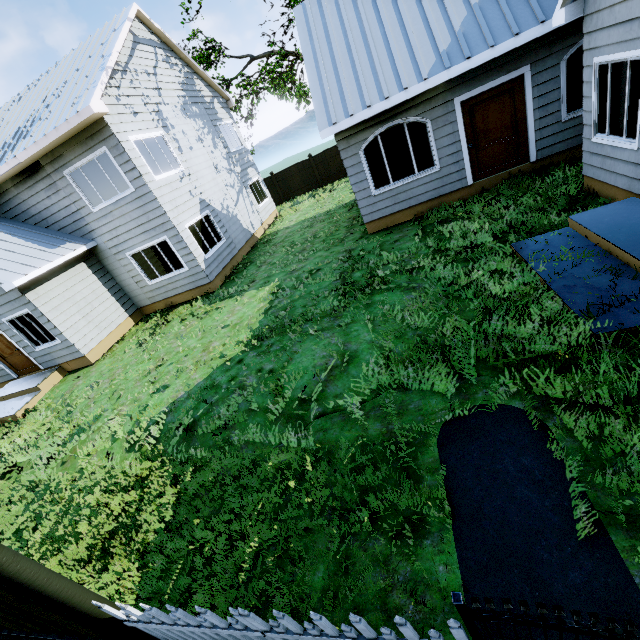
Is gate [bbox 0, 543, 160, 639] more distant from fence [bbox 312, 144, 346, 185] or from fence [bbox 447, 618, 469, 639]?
fence [bbox 312, 144, 346, 185]

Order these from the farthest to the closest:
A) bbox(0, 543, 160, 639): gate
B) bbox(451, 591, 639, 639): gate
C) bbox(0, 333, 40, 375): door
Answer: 1. bbox(0, 333, 40, 375): door
2. bbox(0, 543, 160, 639): gate
3. bbox(451, 591, 639, 639): gate

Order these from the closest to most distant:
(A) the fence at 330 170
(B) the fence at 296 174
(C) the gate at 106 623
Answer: (C) the gate at 106 623 < (A) the fence at 330 170 < (B) the fence at 296 174

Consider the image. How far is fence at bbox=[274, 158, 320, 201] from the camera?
22.1 meters

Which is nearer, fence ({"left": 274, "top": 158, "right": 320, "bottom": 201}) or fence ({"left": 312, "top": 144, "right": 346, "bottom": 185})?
fence ({"left": 312, "top": 144, "right": 346, "bottom": 185})

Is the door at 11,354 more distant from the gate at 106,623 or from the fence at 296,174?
the fence at 296,174

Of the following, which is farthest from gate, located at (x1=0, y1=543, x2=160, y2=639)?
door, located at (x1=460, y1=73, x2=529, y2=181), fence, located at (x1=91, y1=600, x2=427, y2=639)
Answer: door, located at (x1=460, y1=73, x2=529, y2=181)

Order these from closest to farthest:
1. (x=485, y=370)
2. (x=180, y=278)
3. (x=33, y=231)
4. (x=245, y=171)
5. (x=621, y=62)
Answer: (x=485, y=370) < (x=621, y=62) < (x=33, y=231) < (x=180, y=278) < (x=245, y=171)
